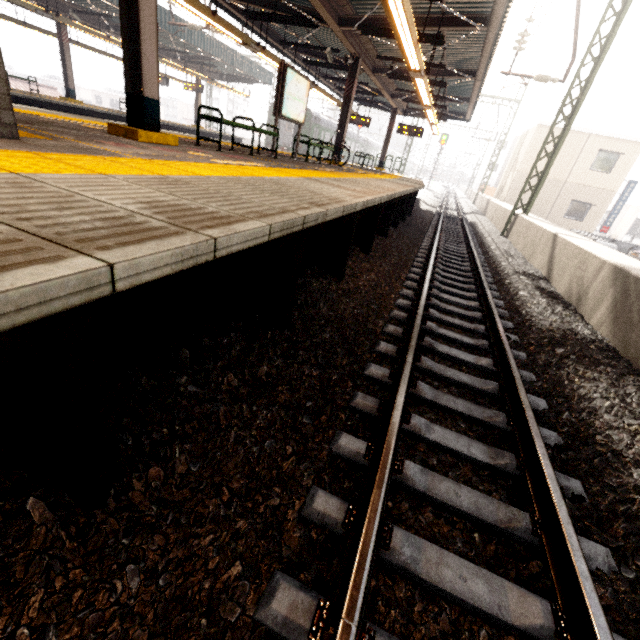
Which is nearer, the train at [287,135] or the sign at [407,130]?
the sign at [407,130]

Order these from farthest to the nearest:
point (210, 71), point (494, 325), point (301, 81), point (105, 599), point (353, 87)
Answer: point (210, 71), point (353, 87), point (301, 81), point (494, 325), point (105, 599)

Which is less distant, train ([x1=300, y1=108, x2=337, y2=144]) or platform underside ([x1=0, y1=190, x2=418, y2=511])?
platform underside ([x1=0, y1=190, x2=418, y2=511])

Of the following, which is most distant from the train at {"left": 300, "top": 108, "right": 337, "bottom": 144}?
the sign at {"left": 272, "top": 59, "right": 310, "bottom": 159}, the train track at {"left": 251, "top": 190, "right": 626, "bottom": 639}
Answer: the train track at {"left": 251, "top": 190, "right": 626, "bottom": 639}

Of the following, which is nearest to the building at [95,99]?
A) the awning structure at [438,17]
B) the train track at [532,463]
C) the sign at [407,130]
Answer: the sign at [407,130]

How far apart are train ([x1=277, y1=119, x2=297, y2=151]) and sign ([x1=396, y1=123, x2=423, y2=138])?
10.7 meters

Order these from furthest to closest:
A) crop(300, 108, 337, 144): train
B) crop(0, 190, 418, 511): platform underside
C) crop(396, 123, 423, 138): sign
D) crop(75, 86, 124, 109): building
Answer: crop(75, 86, 124, 109): building < crop(300, 108, 337, 144): train < crop(396, 123, 423, 138): sign < crop(0, 190, 418, 511): platform underside
